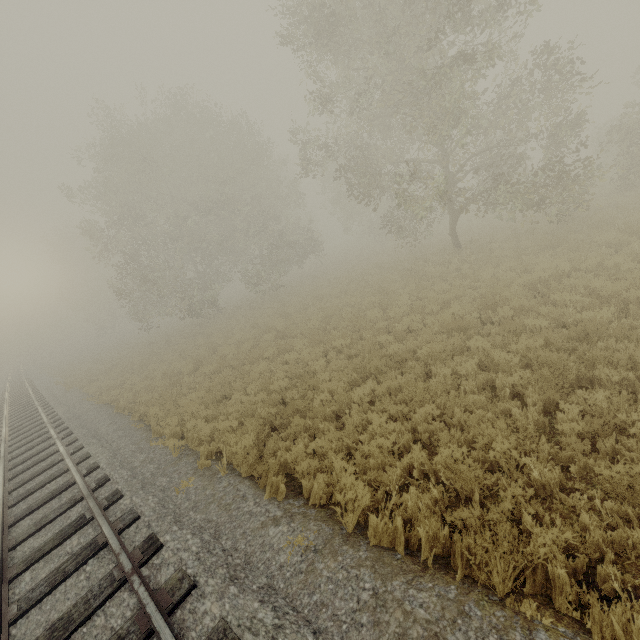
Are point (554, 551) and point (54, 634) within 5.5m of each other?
no
